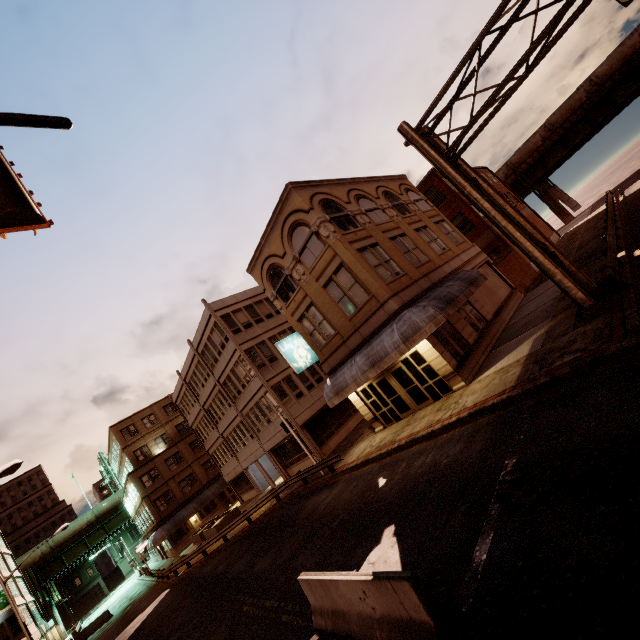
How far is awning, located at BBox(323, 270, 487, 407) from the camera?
13.92m

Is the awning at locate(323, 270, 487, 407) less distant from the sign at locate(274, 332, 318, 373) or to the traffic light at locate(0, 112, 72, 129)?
the sign at locate(274, 332, 318, 373)

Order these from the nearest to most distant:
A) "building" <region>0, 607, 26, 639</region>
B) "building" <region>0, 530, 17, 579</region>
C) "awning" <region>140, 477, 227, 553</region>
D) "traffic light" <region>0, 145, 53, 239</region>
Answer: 1. "traffic light" <region>0, 145, 53, 239</region>
2. "building" <region>0, 607, 26, 639</region>
3. "awning" <region>140, 477, 227, 553</region>
4. "building" <region>0, 530, 17, 579</region>

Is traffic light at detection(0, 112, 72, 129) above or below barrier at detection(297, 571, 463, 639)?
above

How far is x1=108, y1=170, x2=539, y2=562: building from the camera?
16.67m

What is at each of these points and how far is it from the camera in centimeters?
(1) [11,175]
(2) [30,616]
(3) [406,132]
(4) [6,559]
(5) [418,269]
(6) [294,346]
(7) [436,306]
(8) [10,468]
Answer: (1) traffic light, 396cm
(2) building, 4162cm
(3) sign, 1307cm
(4) building, 4506cm
(5) building, 1861cm
(6) sign, 1992cm
(7) awning, 1445cm
(8) street light, 1314cm

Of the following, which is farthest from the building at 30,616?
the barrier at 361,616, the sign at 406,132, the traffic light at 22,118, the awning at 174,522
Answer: the sign at 406,132

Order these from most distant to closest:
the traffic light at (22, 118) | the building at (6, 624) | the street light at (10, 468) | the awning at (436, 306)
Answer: the building at (6, 624)
the awning at (436, 306)
the street light at (10, 468)
the traffic light at (22, 118)
